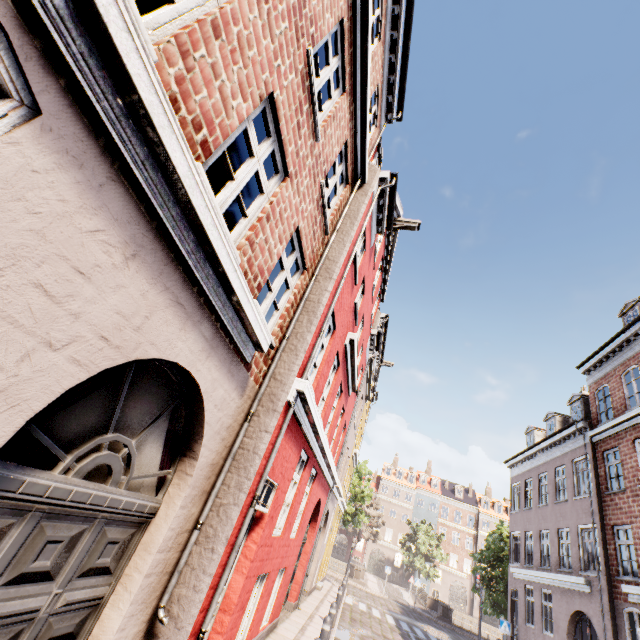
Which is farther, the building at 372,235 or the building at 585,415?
the building at 585,415

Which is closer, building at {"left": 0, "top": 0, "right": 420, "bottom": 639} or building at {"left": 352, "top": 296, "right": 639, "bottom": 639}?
building at {"left": 0, "top": 0, "right": 420, "bottom": 639}

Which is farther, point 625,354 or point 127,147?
point 625,354
